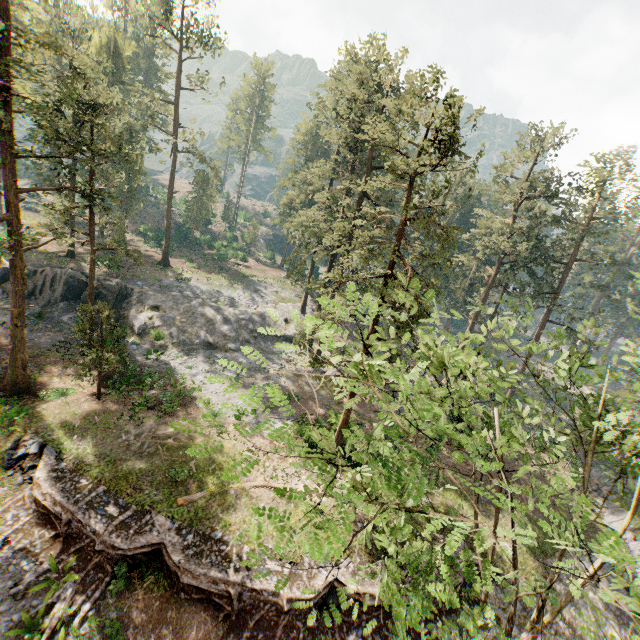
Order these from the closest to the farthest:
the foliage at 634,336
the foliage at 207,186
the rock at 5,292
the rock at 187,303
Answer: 1. the foliage at 634,336
2. the rock at 5,292
3. the rock at 187,303
4. the foliage at 207,186

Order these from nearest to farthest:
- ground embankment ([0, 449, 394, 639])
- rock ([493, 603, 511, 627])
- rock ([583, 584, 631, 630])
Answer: ground embankment ([0, 449, 394, 639])
rock ([493, 603, 511, 627])
rock ([583, 584, 631, 630])

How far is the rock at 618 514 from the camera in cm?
2743

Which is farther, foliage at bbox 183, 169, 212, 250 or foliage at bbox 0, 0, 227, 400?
foliage at bbox 183, 169, 212, 250

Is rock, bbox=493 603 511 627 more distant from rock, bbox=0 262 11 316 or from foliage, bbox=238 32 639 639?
rock, bbox=0 262 11 316

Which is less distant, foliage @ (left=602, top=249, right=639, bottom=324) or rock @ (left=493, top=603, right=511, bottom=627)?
foliage @ (left=602, top=249, right=639, bottom=324)

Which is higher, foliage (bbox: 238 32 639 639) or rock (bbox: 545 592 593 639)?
foliage (bbox: 238 32 639 639)

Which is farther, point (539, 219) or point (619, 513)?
point (539, 219)
